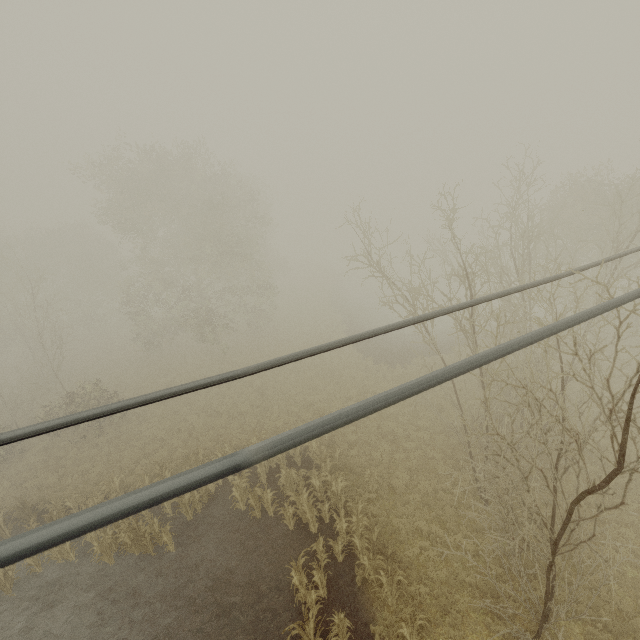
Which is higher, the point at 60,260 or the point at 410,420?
the point at 60,260
